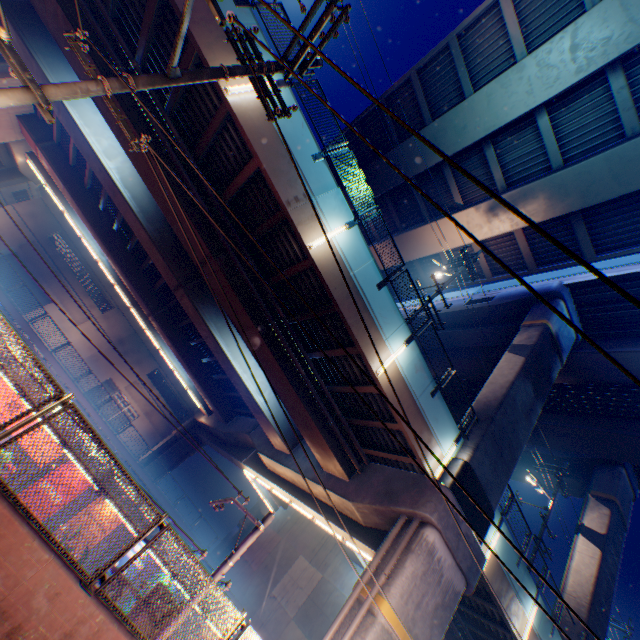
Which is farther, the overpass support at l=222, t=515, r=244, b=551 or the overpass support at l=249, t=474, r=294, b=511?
the overpass support at l=222, t=515, r=244, b=551

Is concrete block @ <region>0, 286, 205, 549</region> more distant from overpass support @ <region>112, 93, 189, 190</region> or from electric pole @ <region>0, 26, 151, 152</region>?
electric pole @ <region>0, 26, 151, 152</region>

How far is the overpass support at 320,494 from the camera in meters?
12.2 m

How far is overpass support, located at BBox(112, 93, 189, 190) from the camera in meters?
11.0 m

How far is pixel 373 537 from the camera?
13.0m

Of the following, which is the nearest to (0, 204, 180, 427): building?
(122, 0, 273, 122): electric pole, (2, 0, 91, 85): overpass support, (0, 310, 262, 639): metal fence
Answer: (2, 0, 91, 85): overpass support

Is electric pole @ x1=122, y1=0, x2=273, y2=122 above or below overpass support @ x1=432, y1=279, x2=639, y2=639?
below
